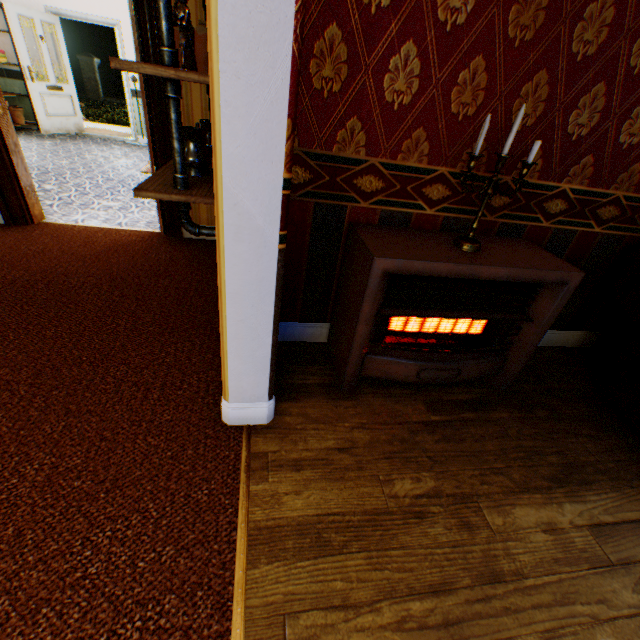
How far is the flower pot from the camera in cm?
698

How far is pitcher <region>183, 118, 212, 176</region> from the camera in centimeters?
158cm

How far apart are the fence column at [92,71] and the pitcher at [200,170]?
23.5m

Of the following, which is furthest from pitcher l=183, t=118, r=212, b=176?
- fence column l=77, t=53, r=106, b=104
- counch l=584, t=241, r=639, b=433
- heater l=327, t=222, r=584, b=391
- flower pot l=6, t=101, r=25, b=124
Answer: fence column l=77, t=53, r=106, b=104

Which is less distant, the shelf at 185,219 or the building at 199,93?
the shelf at 185,219

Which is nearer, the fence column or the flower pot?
the flower pot

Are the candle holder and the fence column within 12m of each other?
no

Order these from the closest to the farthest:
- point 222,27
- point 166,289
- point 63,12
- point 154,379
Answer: point 222,27, point 154,379, point 166,289, point 63,12
